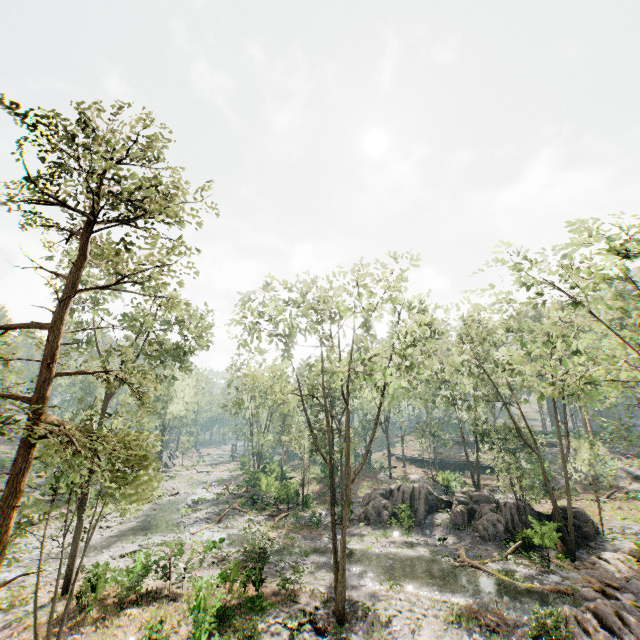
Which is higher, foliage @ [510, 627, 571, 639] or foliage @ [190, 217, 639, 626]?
foliage @ [190, 217, 639, 626]

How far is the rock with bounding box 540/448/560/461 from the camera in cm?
4545

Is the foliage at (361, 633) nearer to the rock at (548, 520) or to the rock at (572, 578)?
the rock at (572, 578)

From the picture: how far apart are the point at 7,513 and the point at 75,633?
12.98m

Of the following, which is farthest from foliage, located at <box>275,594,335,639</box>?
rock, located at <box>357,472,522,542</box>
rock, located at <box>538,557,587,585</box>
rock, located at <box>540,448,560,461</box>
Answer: rock, located at <box>357,472,522,542</box>

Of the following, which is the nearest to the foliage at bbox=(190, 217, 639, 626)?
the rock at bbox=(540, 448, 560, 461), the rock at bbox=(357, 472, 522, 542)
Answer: the rock at bbox=(540, 448, 560, 461)

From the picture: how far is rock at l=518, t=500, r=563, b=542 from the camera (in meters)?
21.12

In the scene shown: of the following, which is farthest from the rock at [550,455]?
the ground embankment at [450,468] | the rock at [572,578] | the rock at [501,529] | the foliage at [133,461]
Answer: the rock at [572,578]
